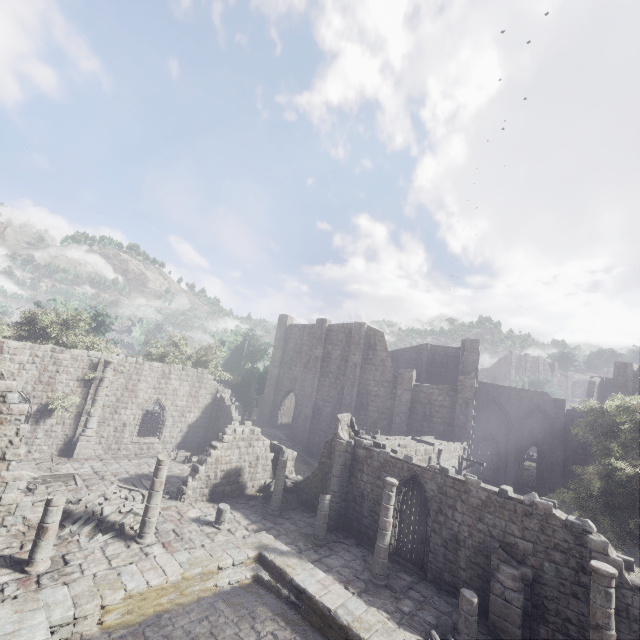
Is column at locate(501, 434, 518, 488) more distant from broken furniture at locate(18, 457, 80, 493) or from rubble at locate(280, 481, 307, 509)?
broken furniture at locate(18, 457, 80, 493)

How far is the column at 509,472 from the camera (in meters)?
31.80

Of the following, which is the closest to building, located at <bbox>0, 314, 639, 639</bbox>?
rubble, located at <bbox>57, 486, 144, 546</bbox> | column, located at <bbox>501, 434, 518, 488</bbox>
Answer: rubble, located at <bbox>57, 486, 144, 546</bbox>

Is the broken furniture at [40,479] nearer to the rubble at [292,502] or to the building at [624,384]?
the building at [624,384]

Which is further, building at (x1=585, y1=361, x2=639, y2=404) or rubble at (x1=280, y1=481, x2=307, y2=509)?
building at (x1=585, y1=361, x2=639, y2=404)

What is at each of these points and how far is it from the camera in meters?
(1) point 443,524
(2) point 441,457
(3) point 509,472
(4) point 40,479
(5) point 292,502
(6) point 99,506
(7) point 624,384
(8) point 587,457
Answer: (1) building, 14.3
(2) stone arch, 21.8
(3) column, 32.0
(4) broken furniture, 16.4
(5) rubble, 19.6
(6) rubble, 14.0
(7) building, 28.2
(8) building, 29.2

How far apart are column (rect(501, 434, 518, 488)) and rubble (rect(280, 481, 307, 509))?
23.17m

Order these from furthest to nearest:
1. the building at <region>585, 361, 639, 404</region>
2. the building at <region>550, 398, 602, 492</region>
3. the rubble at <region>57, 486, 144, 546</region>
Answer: the building at <region>550, 398, 602, 492</region>
the building at <region>585, 361, 639, 404</region>
the rubble at <region>57, 486, 144, 546</region>
